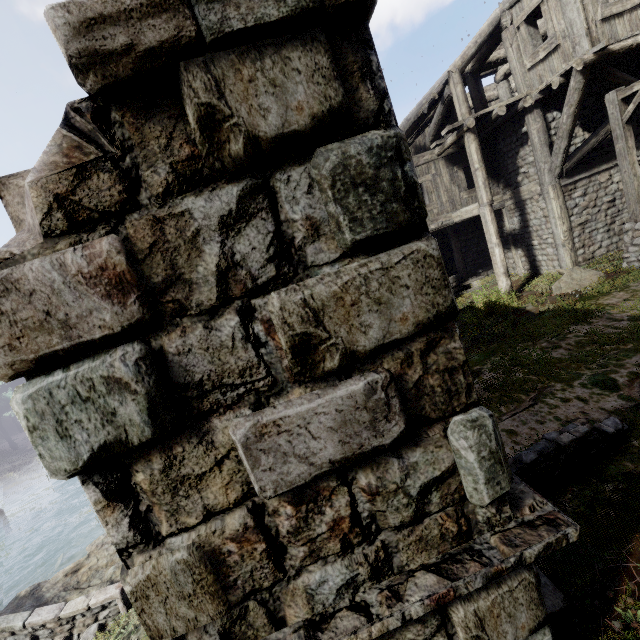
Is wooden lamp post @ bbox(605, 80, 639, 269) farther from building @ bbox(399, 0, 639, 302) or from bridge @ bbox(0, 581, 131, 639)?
bridge @ bbox(0, 581, 131, 639)

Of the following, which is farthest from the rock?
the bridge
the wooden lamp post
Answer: the wooden lamp post

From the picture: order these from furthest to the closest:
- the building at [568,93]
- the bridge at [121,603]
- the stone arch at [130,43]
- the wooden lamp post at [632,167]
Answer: the building at [568,93] < the wooden lamp post at [632,167] < the bridge at [121,603] < the stone arch at [130,43]

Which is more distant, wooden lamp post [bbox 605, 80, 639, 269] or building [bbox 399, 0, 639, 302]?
building [bbox 399, 0, 639, 302]

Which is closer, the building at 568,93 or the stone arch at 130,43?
the stone arch at 130,43

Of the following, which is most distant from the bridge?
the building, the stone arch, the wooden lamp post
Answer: the wooden lamp post

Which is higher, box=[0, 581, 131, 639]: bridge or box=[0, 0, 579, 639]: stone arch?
box=[0, 0, 579, 639]: stone arch

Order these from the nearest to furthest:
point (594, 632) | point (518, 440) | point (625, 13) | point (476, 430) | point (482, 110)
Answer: point (476, 430), point (594, 632), point (518, 440), point (625, 13), point (482, 110)
